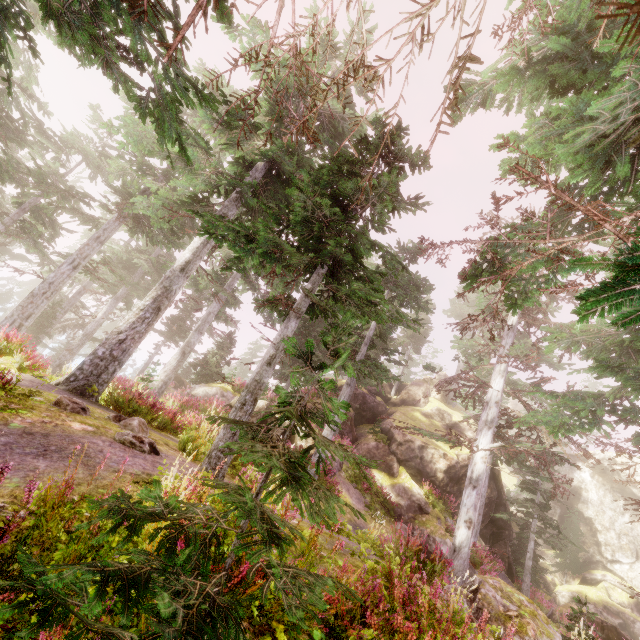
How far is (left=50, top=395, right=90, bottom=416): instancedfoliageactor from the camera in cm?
608

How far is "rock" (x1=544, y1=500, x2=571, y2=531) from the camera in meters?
35.0

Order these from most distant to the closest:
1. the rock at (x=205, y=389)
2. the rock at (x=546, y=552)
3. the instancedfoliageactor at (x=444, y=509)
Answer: the rock at (x=546, y=552) < the rock at (x=205, y=389) < the instancedfoliageactor at (x=444, y=509)

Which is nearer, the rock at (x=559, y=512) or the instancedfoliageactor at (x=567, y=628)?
the instancedfoliageactor at (x=567, y=628)

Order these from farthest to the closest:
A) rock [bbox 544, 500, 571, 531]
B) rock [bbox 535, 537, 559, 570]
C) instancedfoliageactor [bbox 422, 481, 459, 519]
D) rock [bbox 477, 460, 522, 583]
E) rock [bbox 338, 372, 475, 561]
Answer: rock [bbox 544, 500, 571, 531], rock [bbox 535, 537, 559, 570], rock [bbox 477, 460, 522, 583], instancedfoliageactor [bbox 422, 481, 459, 519], rock [bbox 338, 372, 475, 561]

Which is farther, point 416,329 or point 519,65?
point 416,329

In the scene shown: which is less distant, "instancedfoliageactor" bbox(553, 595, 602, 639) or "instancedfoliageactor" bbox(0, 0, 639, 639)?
"instancedfoliageactor" bbox(0, 0, 639, 639)
